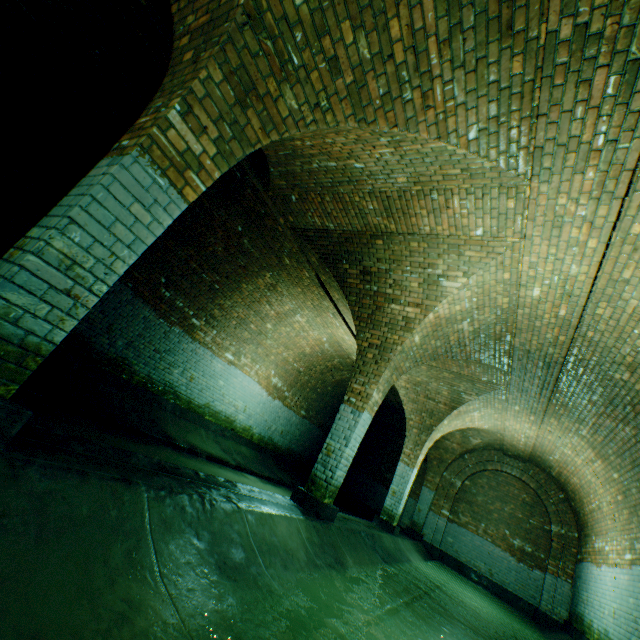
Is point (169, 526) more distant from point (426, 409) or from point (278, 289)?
point (426, 409)

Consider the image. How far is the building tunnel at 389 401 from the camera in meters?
13.4

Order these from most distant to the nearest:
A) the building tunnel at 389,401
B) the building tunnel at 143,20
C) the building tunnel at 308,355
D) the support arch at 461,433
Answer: the building tunnel at 389,401
the support arch at 461,433
the building tunnel at 143,20
the building tunnel at 308,355

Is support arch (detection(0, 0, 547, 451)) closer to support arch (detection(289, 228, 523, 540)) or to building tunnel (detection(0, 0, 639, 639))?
building tunnel (detection(0, 0, 639, 639))

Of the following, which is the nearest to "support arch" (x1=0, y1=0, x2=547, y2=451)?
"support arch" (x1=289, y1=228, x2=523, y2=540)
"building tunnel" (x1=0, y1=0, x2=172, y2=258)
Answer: "building tunnel" (x1=0, y1=0, x2=172, y2=258)

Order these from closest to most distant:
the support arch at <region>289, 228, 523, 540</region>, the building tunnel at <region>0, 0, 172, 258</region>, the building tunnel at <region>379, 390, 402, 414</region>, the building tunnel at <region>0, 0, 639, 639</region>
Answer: the building tunnel at <region>0, 0, 639, 639</region>
the building tunnel at <region>0, 0, 172, 258</region>
the support arch at <region>289, 228, 523, 540</region>
the building tunnel at <region>379, 390, 402, 414</region>
